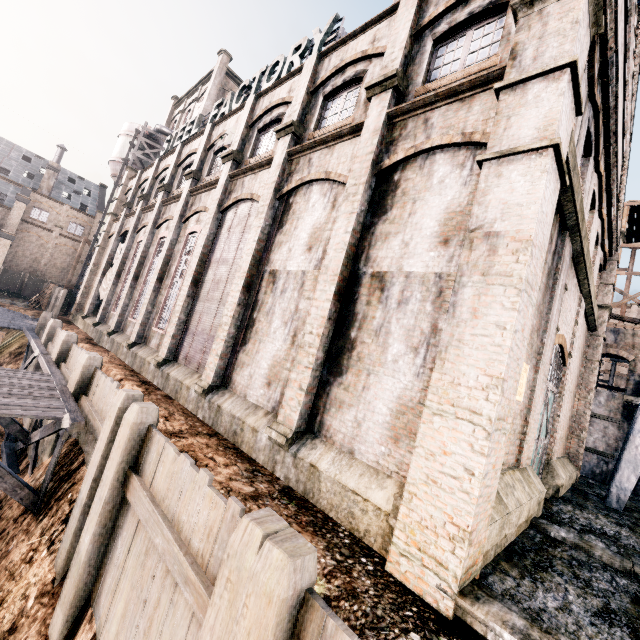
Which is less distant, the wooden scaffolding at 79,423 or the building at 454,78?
the building at 454,78

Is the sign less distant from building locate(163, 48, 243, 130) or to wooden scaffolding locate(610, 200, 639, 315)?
building locate(163, 48, 243, 130)

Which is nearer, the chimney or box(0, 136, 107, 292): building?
box(0, 136, 107, 292): building

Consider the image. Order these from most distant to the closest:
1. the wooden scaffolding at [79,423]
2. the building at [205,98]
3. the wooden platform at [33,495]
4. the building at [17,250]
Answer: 1. the building at [17,250]
2. the building at [205,98]
3. the wooden scaffolding at [79,423]
4. the wooden platform at [33,495]

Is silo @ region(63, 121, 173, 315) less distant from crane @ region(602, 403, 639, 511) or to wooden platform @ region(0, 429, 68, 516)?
wooden platform @ region(0, 429, 68, 516)

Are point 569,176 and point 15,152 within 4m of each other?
no

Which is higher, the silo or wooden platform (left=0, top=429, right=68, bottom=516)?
the silo

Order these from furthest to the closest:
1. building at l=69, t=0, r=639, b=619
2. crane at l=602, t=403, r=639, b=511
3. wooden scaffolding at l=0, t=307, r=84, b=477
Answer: crane at l=602, t=403, r=639, b=511
wooden scaffolding at l=0, t=307, r=84, b=477
building at l=69, t=0, r=639, b=619
